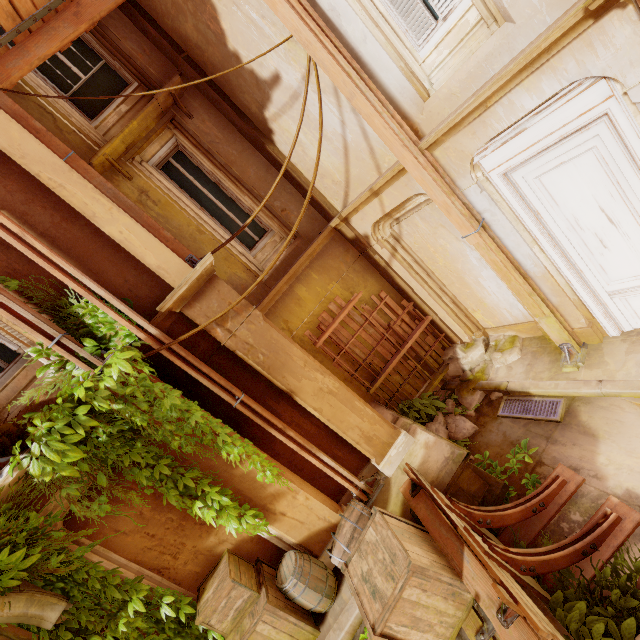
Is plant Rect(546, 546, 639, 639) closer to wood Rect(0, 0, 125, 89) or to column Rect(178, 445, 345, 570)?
column Rect(178, 445, 345, 570)

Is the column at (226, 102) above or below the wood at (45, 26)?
below

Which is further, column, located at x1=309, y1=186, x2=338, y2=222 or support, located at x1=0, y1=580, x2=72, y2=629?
column, located at x1=309, y1=186, x2=338, y2=222

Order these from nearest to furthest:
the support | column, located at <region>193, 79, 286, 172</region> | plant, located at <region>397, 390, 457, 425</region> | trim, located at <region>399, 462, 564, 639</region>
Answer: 1. trim, located at <region>399, 462, 564, 639</region>
2. the support
3. column, located at <region>193, 79, 286, 172</region>
4. plant, located at <region>397, 390, 457, 425</region>

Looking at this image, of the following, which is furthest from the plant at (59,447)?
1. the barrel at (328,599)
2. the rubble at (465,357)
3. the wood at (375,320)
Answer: the rubble at (465,357)

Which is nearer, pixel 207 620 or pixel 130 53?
pixel 207 620

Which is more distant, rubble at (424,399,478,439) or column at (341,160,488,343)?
rubble at (424,399,478,439)

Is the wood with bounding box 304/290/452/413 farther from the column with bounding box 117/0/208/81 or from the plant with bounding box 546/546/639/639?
the plant with bounding box 546/546/639/639
